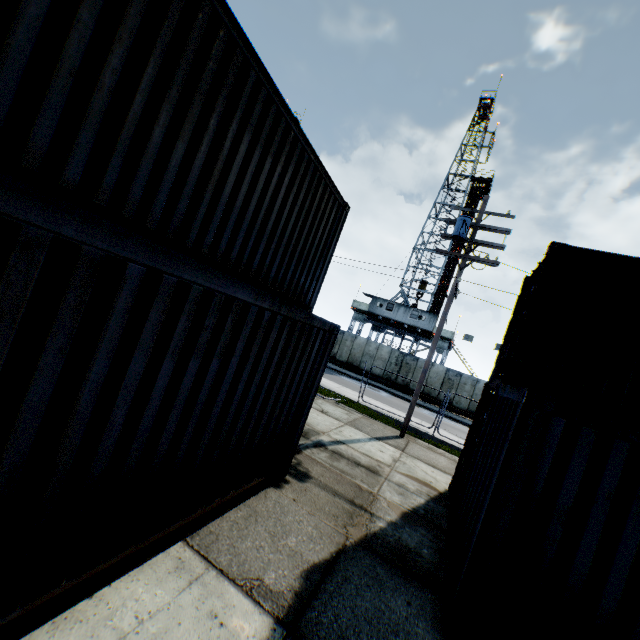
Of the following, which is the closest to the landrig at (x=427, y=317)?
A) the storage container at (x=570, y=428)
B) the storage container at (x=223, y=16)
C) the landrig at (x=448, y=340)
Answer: the landrig at (x=448, y=340)

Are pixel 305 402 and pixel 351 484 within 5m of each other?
yes

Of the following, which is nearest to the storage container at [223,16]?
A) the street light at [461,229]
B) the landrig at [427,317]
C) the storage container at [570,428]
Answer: the storage container at [570,428]

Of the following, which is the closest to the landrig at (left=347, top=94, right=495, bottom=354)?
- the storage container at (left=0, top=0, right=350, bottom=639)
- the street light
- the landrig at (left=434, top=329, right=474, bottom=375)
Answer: the landrig at (left=434, top=329, right=474, bottom=375)

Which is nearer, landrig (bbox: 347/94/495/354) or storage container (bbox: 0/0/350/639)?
storage container (bbox: 0/0/350/639)

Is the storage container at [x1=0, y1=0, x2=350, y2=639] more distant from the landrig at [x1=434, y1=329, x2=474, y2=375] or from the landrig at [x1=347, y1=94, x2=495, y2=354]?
the landrig at [x1=347, y1=94, x2=495, y2=354]

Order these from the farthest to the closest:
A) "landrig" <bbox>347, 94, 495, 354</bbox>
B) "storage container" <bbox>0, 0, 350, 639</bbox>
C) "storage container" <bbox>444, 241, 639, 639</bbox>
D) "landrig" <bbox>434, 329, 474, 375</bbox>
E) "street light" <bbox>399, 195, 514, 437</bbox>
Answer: "landrig" <bbox>347, 94, 495, 354</bbox>
"landrig" <bbox>434, 329, 474, 375</bbox>
"street light" <bbox>399, 195, 514, 437</bbox>
"storage container" <bbox>444, 241, 639, 639</bbox>
"storage container" <bbox>0, 0, 350, 639</bbox>

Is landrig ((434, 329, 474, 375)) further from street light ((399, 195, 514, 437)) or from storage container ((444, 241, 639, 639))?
storage container ((444, 241, 639, 639))
